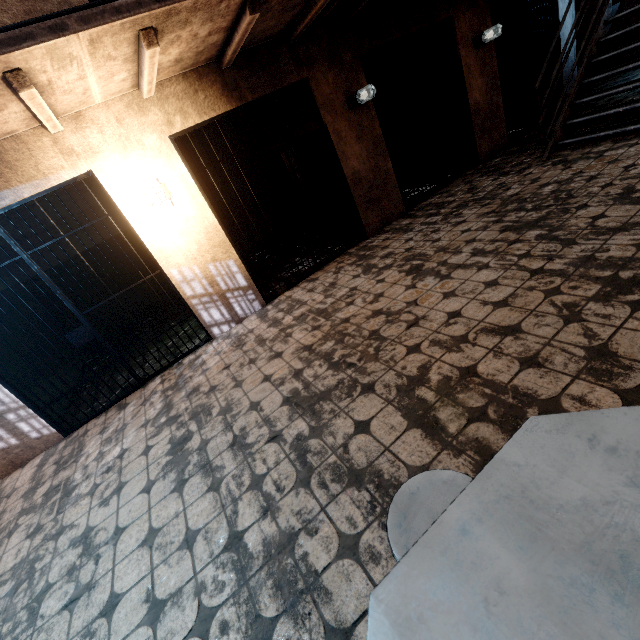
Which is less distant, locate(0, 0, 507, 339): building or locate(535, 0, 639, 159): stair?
locate(0, 0, 507, 339): building

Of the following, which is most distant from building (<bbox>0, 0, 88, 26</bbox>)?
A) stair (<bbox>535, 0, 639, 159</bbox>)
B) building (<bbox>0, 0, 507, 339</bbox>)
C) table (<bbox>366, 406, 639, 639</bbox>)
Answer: table (<bbox>366, 406, 639, 639</bbox>)

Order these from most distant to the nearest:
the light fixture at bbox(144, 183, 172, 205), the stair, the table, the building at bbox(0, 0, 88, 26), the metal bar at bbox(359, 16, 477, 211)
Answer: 1. the metal bar at bbox(359, 16, 477, 211)
2. the stair
3. the light fixture at bbox(144, 183, 172, 205)
4. the building at bbox(0, 0, 88, 26)
5. the table

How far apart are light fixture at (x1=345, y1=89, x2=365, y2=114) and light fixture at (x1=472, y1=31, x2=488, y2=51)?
2.6 meters

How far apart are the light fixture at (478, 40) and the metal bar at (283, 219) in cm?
339

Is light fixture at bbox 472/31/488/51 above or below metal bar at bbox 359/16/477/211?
above

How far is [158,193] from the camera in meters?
3.6

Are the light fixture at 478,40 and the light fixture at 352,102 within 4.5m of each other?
yes
